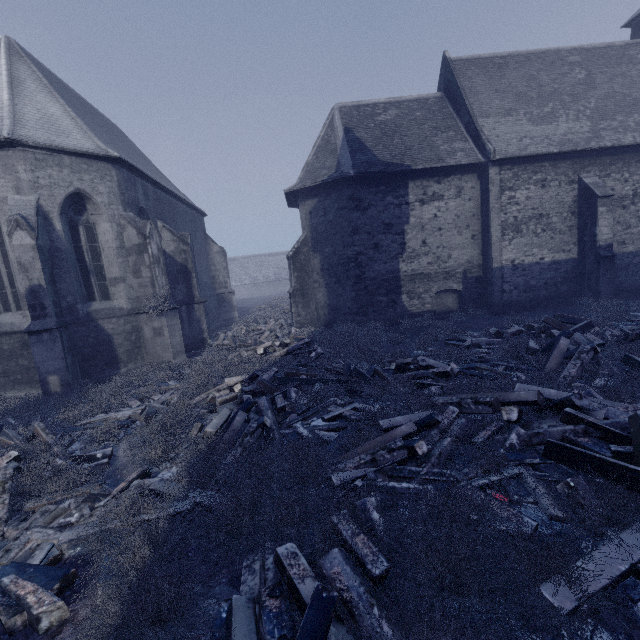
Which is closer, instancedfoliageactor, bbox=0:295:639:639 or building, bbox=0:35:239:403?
instancedfoliageactor, bbox=0:295:639:639

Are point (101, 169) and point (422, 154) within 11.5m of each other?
no

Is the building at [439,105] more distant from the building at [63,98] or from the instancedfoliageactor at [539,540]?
the instancedfoliageactor at [539,540]

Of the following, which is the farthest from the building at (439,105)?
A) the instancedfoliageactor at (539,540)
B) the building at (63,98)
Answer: the instancedfoliageactor at (539,540)

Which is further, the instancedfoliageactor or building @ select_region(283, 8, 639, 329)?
building @ select_region(283, 8, 639, 329)

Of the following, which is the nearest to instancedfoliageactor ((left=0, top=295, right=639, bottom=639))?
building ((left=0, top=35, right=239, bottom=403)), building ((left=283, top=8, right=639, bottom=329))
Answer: building ((left=0, top=35, right=239, bottom=403))

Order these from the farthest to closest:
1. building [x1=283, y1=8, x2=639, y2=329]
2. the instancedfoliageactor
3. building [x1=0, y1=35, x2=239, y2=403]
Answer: building [x1=283, y1=8, x2=639, y2=329] < building [x1=0, y1=35, x2=239, y2=403] < the instancedfoliageactor
